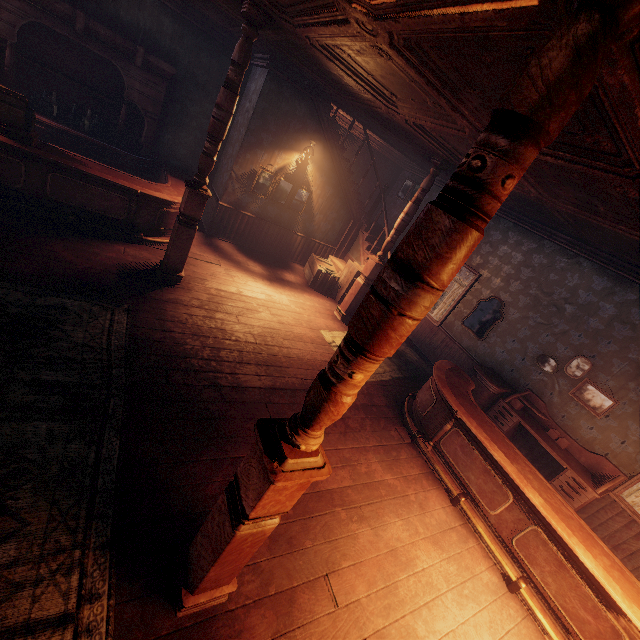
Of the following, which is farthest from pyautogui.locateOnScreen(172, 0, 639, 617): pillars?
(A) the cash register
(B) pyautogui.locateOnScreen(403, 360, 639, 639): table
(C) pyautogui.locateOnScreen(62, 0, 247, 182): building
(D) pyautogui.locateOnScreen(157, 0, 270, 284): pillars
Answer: (A) the cash register

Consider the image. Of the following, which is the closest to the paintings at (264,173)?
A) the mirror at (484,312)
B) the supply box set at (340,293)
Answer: the supply box set at (340,293)

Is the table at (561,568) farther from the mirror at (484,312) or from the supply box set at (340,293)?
the supply box set at (340,293)

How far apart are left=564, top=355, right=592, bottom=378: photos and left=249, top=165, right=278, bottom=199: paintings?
6.40m

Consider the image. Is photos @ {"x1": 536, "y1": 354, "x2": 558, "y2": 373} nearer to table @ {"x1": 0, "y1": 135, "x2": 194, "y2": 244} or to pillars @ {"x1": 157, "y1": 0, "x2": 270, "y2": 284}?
pillars @ {"x1": 157, "y1": 0, "x2": 270, "y2": 284}

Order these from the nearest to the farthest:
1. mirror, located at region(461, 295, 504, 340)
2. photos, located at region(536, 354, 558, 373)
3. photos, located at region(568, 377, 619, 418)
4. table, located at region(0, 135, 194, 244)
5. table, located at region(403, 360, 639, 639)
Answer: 1. table, located at region(403, 360, 639, 639)
2. table, located at region(0, 135, 194, 244)
3. photos, located at region(568, 377, 619, 418)
4. photos, located at region(536, 354, 558, 373)
5. mirror, located at region(461, 295, 504, 340)

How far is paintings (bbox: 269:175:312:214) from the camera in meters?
8.0 m

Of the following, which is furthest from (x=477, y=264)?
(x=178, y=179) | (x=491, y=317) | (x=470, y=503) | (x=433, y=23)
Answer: (x=178, y=179)
